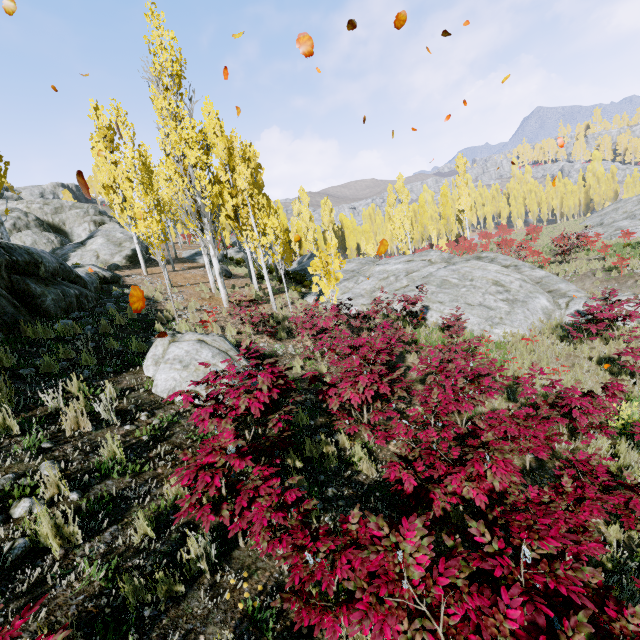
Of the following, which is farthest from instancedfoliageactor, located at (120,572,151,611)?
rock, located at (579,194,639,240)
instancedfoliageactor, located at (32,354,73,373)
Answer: instancedfoliageactor, located at (32,354,73,373)

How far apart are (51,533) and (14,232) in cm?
2877

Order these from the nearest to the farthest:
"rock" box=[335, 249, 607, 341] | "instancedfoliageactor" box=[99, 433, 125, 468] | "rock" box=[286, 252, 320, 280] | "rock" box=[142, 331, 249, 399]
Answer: "instancedfoliageactor" box=[99, 433, 125, 468], "rock" box=[142, 331, 249, 399], "rock" box=[335, 249, 607, 341], "rock" box=[286, 252, 320, 280]

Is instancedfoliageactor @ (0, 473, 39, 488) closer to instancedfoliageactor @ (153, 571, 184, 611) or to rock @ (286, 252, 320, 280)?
rock @ (286, 252, 320, 280)

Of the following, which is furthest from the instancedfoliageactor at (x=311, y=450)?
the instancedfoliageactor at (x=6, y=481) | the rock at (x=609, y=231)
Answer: the instancedfoliageactor at (x=6, y=481)

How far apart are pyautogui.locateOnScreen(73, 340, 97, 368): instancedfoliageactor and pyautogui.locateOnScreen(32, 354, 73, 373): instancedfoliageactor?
0.18m

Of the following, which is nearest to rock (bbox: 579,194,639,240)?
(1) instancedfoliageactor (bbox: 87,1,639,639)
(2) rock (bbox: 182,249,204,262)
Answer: (1) instancedfoliageactor (bbox: 87,1,639,639)

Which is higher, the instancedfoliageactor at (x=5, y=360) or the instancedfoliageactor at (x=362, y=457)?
the instancedfoliageactor at (x=5, y=360)
